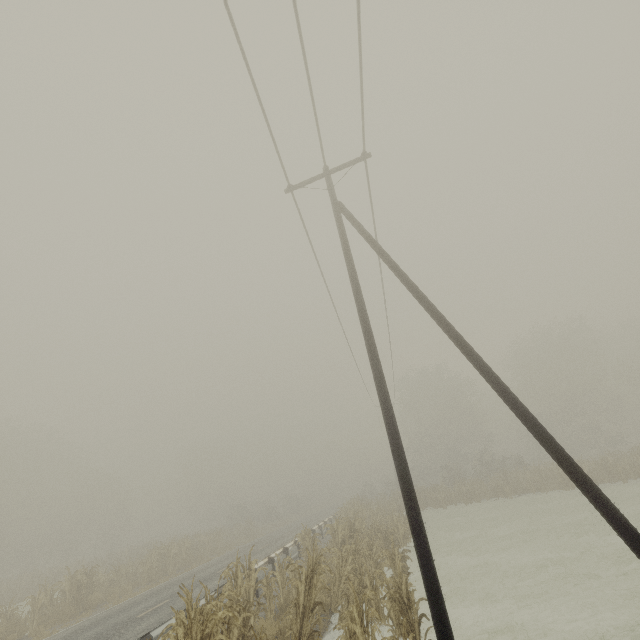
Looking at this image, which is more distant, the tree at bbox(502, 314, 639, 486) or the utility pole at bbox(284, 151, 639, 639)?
the tree at bbox(502, 314, 639, 486)

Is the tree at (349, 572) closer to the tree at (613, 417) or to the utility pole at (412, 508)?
the utility pole at (412, 508)

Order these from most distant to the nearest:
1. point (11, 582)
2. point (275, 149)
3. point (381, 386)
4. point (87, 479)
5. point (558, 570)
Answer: point (87, 479), point (11, 582), point (558, 570), point (275, 149), point (381, 386)

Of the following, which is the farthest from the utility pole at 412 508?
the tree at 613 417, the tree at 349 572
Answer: the tree at 613 417

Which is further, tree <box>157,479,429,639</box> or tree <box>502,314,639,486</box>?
tree <box>502,314,639,486</box>

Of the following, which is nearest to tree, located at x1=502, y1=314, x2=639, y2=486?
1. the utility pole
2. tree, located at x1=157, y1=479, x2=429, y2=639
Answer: tree, located at x1=157, y1=479, x2=429, y2=639
